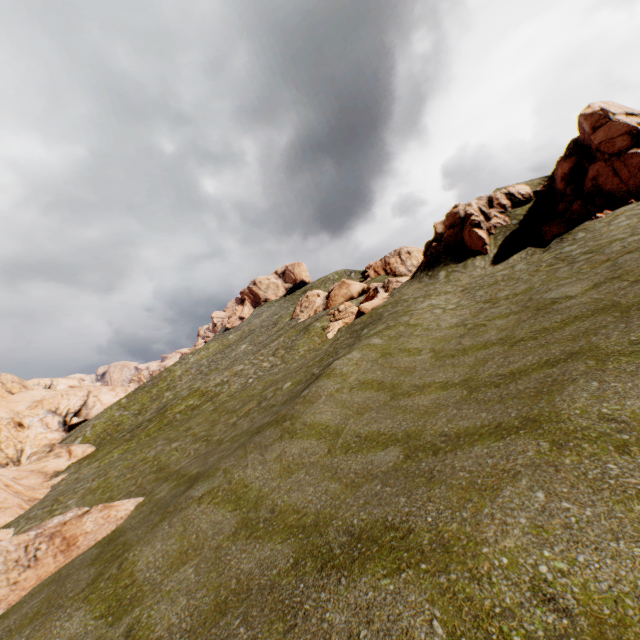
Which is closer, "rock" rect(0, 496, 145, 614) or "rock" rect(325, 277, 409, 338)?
"rock" rect(0, 496, 145, 614)

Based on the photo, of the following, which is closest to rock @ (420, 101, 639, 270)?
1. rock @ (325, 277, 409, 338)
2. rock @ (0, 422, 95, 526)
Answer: rock @ (325, 277, 409, 338)

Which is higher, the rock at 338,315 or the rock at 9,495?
the rock at 338,315

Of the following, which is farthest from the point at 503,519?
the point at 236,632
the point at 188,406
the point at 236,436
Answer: the point at 188,406

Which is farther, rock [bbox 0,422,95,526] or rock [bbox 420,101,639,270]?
rock [bbox 0,422,95,526]

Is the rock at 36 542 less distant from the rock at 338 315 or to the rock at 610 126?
the rock at 610 126

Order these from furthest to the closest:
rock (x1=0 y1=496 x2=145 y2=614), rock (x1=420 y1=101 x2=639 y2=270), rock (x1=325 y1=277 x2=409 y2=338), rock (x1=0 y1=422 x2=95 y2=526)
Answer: rock (x1=325 y1=277 x2=409 y2=338) → rock (x1=0 y1=422 x2=95 y2=526) → rock (x1=420 y1=101 x2=639 y2=270) → rock (x1=0 y1=496 x2=145 y2=614)
